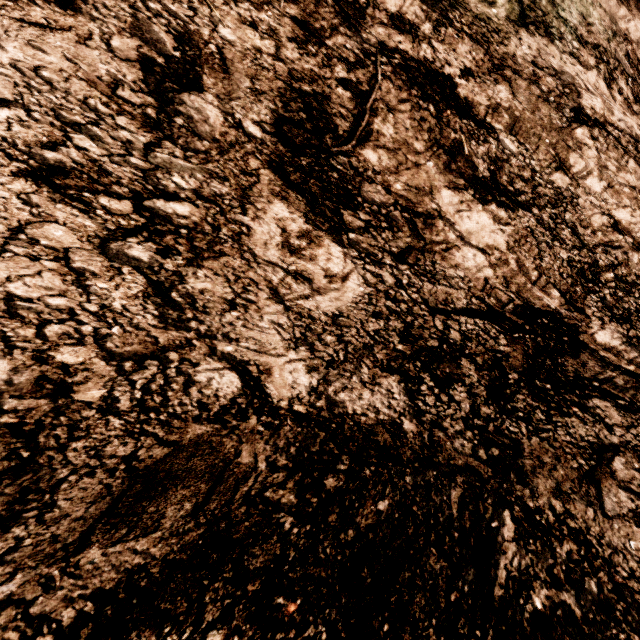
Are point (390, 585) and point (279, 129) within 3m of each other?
no
